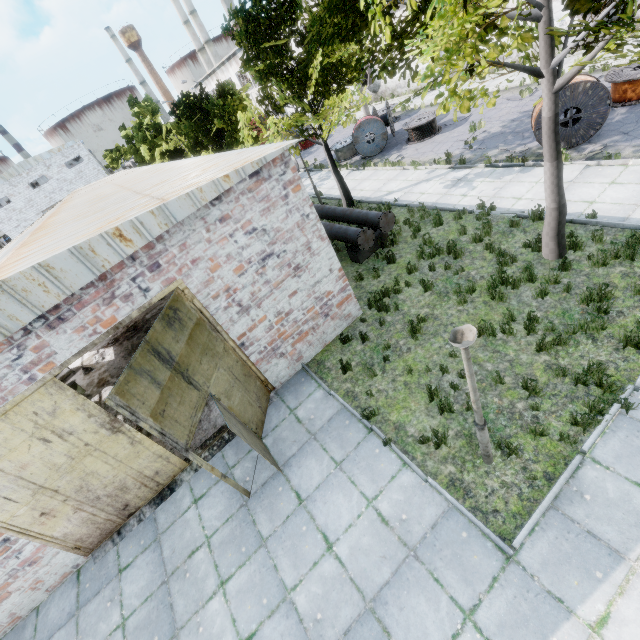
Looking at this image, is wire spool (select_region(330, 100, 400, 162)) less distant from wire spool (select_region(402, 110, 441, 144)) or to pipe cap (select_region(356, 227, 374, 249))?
wire spool (select_region(402, 110, 441, 144))

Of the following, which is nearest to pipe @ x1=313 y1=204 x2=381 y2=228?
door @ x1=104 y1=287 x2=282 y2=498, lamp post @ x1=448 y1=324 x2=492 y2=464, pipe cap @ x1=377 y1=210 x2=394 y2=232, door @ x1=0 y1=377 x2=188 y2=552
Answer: pipe cap @ x1=377 y1=210 x2=394 y2=232

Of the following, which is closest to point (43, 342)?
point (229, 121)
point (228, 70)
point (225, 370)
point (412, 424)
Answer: point (225, 370)

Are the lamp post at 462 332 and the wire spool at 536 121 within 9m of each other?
no

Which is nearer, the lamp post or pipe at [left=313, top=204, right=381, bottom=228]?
the lamp post

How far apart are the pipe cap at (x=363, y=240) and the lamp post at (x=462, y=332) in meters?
7.2 m

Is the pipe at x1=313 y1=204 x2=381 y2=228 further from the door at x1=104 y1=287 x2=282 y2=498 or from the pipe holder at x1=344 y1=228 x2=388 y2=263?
the door at x1=104 y1=287 x2=282 y2=498

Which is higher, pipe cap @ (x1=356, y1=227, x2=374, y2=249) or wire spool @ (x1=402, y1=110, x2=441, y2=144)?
pipe cap @ (x1=356, y1=227, x2=374, y2=249)
